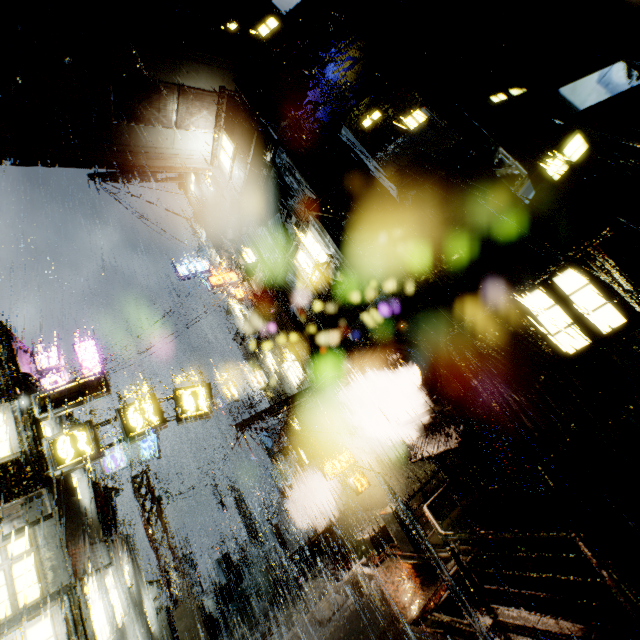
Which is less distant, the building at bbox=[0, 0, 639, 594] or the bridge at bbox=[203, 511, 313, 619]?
the building at bbox=[0, 0, 639, 594]

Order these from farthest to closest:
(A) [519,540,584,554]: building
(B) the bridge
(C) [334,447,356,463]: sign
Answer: (B) the bridge, (C) [334,447,356,463]: sign, (A) [519,540,584,554]: building

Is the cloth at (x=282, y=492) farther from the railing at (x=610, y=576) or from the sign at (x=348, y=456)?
the railing at (x=610, y=576)

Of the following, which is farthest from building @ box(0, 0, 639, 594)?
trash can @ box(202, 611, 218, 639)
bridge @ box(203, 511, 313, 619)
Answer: trash can @ box(202, 611, 218, 639)

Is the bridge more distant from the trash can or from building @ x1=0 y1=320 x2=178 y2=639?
the trash can

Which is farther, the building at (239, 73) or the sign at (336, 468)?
the sign at (336, 468)

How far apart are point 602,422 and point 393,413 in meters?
7.2 m
